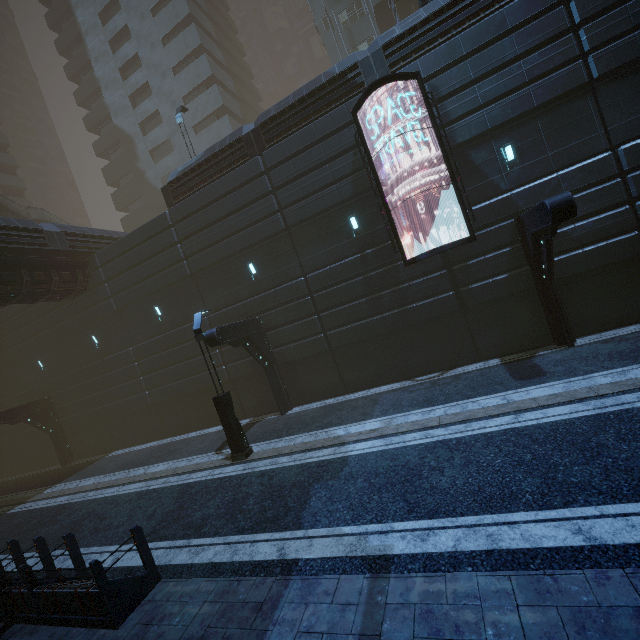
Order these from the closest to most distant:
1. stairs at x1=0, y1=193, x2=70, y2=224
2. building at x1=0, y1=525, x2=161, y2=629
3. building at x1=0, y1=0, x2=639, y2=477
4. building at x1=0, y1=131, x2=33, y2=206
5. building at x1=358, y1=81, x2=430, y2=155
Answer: building at x1=0, y1=525, x2=161, y2=629
building at x1=0, y1=0, x2=639, y2=477
building at x1=358, y1=81, x2=430, y2=155
stairs at x1=0, y1=193, x2=70, y2=224
building at x1=0, y1=131, x2=33, y2=206

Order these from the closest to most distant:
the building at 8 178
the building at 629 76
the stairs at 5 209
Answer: the building at 629 76, the stairs at 5 209, the building at 8 178

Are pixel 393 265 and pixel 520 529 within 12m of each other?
yes

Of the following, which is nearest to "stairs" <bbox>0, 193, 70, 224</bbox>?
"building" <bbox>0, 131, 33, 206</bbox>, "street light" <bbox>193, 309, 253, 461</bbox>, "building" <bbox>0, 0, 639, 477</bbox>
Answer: "building" <bbox>0, 0, 639, 477</bbox>

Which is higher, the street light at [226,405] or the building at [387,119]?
the building at [387,119]

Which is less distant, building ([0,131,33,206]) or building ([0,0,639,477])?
building ([0,0,639,477])

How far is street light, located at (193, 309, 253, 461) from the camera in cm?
1153

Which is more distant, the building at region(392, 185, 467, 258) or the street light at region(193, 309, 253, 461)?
the building at region(392, 185, 467, 258)
